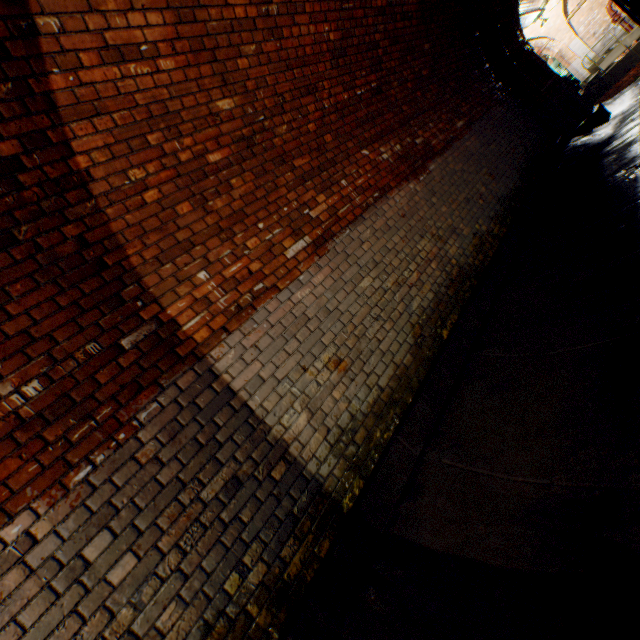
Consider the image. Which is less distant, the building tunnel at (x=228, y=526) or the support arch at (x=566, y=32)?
the building tunnel at (x=228, y=526)

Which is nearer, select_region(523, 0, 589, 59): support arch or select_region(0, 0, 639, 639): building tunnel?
select_region(0, 0, 639, 639): building tunnel

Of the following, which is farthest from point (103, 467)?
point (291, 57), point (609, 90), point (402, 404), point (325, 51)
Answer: point (609, 90)
